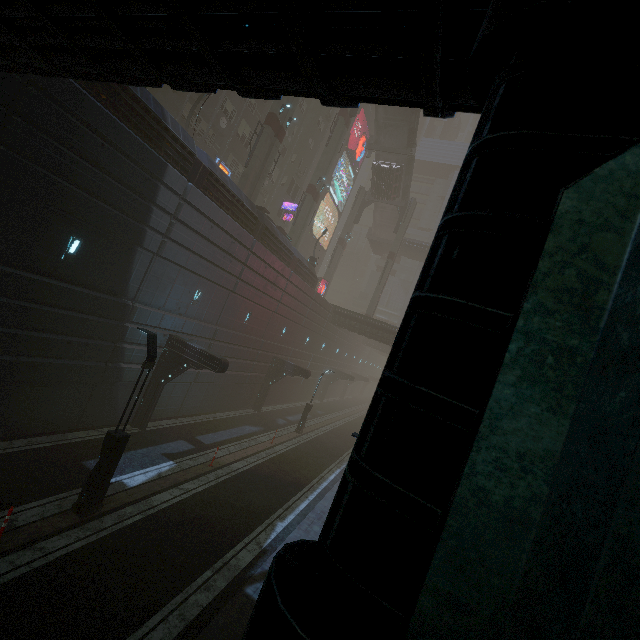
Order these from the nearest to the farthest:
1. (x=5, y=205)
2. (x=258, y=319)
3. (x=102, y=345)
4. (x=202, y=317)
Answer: (x=5, y=205), (x=102, y=345), (x=202, y=317), (x=258, y=319)

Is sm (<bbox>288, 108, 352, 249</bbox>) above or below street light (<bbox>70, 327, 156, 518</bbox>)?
above

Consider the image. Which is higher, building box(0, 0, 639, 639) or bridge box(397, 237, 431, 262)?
bridge box(397, 237, 431, 262)

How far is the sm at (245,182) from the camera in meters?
24.0 m

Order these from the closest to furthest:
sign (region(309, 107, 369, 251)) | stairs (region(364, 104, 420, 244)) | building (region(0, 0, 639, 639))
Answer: building (region(0, 0, 639, 639))
stairs (region(364, 104, 420, 244))
sign (region(309, 107, 369, 251))

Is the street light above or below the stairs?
below

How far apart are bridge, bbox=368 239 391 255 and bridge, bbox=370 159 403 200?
7.78m

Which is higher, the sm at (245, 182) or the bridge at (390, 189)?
the bridge at (390, 189)
